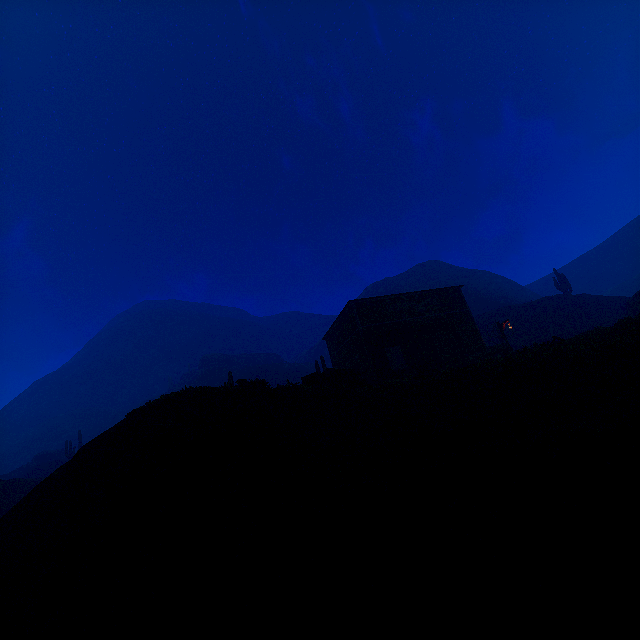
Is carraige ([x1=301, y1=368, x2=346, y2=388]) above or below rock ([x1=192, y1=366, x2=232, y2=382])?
below

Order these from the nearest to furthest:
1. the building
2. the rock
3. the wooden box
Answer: the wooden box
the building
the rock

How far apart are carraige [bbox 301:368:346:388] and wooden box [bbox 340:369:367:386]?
0.0 meters

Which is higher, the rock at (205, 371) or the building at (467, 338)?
the rock at (205, 371)

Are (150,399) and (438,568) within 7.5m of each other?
no

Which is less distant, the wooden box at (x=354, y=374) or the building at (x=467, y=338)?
the wooden box at (x=354, y=374)

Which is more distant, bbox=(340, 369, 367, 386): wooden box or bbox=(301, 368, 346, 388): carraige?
bbox=(340, 369, 367, 386): wooden box

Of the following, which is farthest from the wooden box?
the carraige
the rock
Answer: the rock
